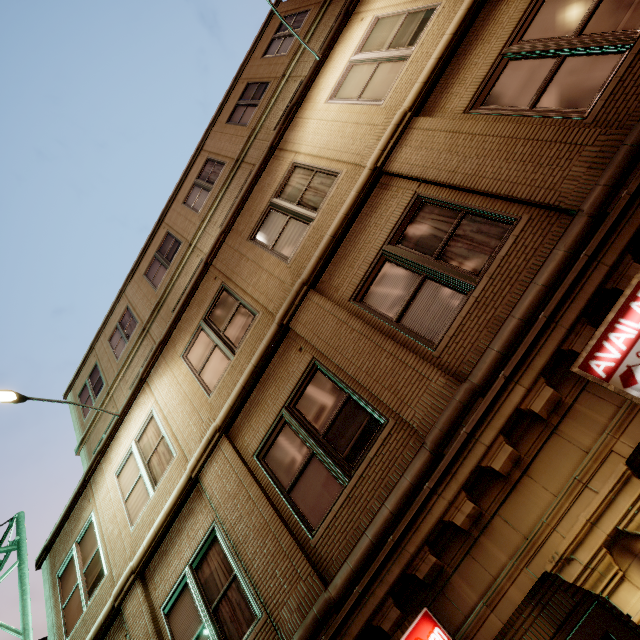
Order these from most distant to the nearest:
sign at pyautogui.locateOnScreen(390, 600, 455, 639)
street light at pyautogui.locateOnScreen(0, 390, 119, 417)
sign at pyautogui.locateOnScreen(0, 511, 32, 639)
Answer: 1. sign at pyautogui.locateOnScreen(0, 511, 32, 639)
2. street light at pyautogui.locateOnScreen(0, 390, 119, 417)
3. sign at pyautogui.locateOnScreen(390, 600, 455, 639)

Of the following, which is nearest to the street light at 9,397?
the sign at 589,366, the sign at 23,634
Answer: the sign at 589,366

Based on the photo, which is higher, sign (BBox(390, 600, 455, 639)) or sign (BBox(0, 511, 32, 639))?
sign (BBox(0, 511, 32, 639))

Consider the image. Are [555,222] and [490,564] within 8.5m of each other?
yes

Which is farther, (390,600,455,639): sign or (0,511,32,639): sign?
(0,511,32,639): sign

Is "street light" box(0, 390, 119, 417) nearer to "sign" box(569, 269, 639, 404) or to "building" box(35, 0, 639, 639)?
"building" box(35, 0, 639, 639)

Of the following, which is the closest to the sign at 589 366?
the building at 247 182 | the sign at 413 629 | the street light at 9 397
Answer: the building at 247 182

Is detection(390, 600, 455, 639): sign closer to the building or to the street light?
the building
